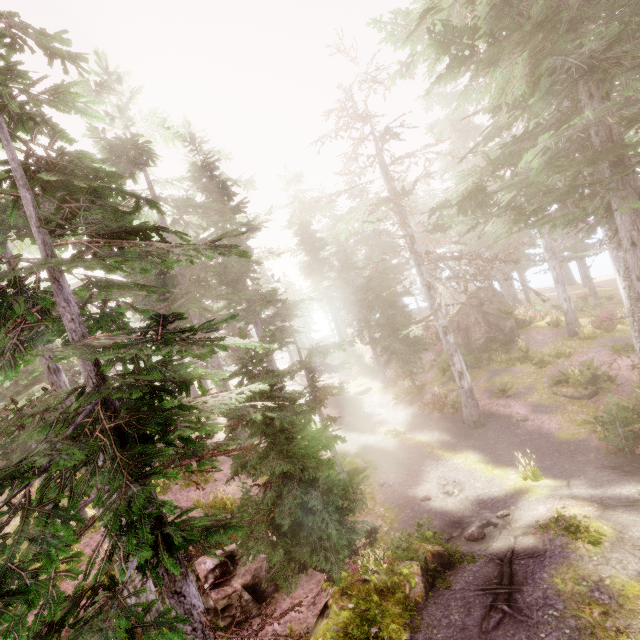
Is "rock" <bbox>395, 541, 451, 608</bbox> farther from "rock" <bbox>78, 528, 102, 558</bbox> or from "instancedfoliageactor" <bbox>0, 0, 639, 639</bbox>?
"rock" <bbox>78, 528, 102, 558</bbox>

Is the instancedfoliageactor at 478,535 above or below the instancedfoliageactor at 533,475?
above

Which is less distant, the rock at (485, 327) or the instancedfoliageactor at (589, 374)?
the instancedfoliageactor at (589, 374)

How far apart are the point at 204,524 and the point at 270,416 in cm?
467

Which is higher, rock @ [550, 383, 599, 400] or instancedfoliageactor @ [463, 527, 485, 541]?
instancedfoliageactor @ [463, 527, 485, 541]

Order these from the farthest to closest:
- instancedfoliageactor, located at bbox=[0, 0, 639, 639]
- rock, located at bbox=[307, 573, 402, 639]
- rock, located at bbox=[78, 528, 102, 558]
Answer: rock, located at bbox=[78, 528, 102, 558] < rock, located at bbox=[307, 573, 402, 639] < instancedfoliageactor, located at bbox=[0, 0, 639, 639]

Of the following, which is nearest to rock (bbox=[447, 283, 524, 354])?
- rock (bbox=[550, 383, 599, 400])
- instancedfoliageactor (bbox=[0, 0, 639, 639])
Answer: instancedfoliageactor (bbox=[0, 0, 639, 639])

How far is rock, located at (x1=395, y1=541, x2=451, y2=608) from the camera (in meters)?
7.35
